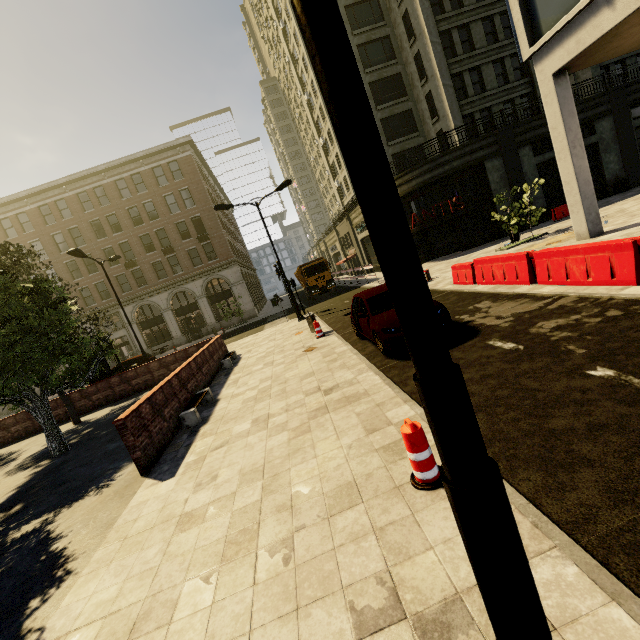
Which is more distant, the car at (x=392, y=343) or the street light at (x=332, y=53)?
the car at (x=392, y=343)

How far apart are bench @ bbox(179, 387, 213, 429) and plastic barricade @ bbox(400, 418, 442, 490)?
6.1 meters

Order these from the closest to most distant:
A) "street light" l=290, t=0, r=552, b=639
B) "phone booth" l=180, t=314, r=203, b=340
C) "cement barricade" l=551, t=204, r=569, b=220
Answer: "street light" l=290, t=0, r=552, b=639 < "cement barricade" l=551, t=204, r=569, b=220 < "phone booth" l=180, t=314, r=203, b=340

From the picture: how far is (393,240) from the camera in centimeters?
104cm

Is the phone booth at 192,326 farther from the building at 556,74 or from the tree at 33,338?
the tree at 33,338

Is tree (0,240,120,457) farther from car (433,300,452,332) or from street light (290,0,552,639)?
car (433,300,452,332)

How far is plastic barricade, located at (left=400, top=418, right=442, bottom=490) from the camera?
3.37m

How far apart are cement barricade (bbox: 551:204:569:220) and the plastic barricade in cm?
2432
